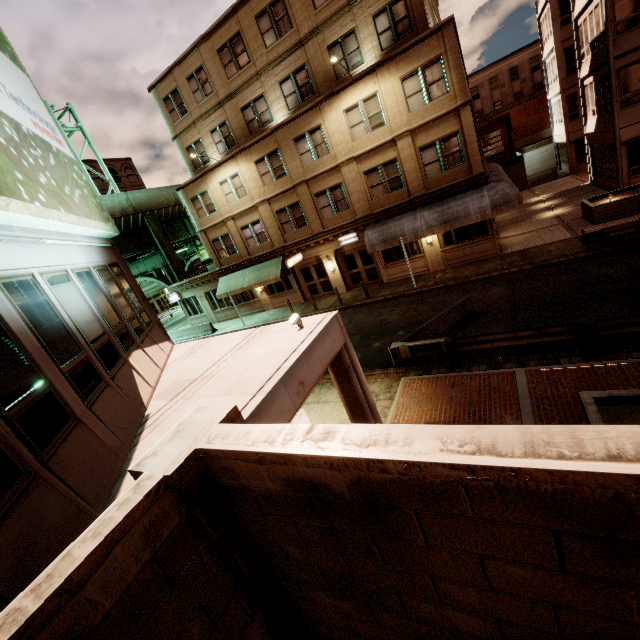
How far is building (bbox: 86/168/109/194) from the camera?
51.2m

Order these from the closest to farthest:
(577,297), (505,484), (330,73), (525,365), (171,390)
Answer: (505,484)
(171,390)
(525,365)
(577,297)
(330,73)

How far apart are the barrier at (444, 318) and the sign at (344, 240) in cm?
997

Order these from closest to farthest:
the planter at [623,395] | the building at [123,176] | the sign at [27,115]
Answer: the sign at [27,115] < the planter at [623,395] < the building at [123,176]

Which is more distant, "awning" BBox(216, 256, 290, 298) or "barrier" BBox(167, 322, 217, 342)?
"barrier" BBox(167, 322, 217, 342)

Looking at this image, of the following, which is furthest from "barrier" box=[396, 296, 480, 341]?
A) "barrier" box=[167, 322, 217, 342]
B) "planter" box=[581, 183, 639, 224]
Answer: "barrier" box=[167, 322, 217, 342]

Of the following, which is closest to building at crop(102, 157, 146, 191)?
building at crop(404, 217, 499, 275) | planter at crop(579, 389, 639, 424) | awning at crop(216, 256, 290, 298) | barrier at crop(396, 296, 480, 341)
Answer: building at crop(404, 217, 499, 275)

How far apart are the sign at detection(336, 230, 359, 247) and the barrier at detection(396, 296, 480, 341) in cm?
997
